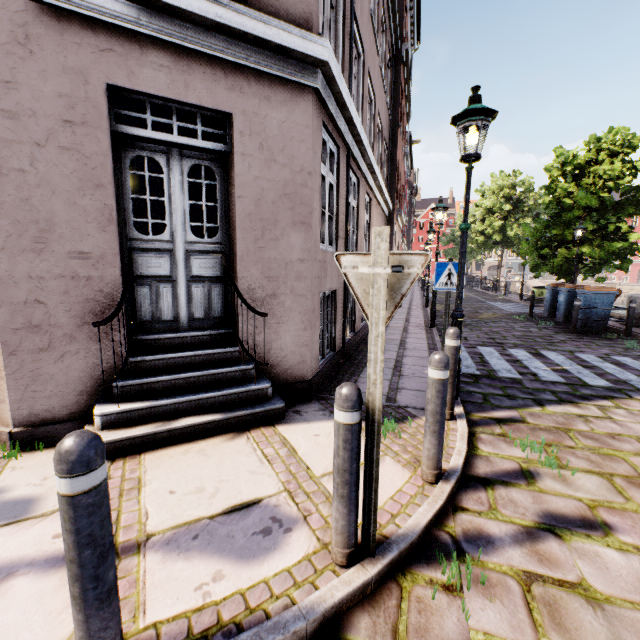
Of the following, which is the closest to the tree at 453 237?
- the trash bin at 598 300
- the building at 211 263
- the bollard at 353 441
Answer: the trash bin at 598 300

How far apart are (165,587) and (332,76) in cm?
526

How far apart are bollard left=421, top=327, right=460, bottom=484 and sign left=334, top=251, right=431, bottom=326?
0.96m

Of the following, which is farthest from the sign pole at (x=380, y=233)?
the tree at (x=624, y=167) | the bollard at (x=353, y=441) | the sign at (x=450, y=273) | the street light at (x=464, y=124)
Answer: the tree at (x=624, y=167)

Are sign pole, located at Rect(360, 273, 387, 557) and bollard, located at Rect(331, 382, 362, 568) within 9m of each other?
yes

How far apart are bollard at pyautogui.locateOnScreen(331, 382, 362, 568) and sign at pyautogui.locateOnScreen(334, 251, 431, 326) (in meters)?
0.30

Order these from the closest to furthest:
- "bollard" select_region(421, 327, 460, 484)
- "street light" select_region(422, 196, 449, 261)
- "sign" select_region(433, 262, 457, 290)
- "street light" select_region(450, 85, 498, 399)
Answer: "bollard" select_region(421, 327, 460, 484) → "street light" select_region(450, 85, 498, 399) → "sign" select_region(433, 262, 457, 290) → "street light" select_region(422, 196, 449, 261)

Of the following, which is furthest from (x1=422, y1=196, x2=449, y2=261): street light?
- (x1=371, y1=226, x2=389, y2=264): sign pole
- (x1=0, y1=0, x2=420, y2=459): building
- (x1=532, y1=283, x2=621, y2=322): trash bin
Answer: (x1=371, y1=226, x2=389, y2=264): sign pole
